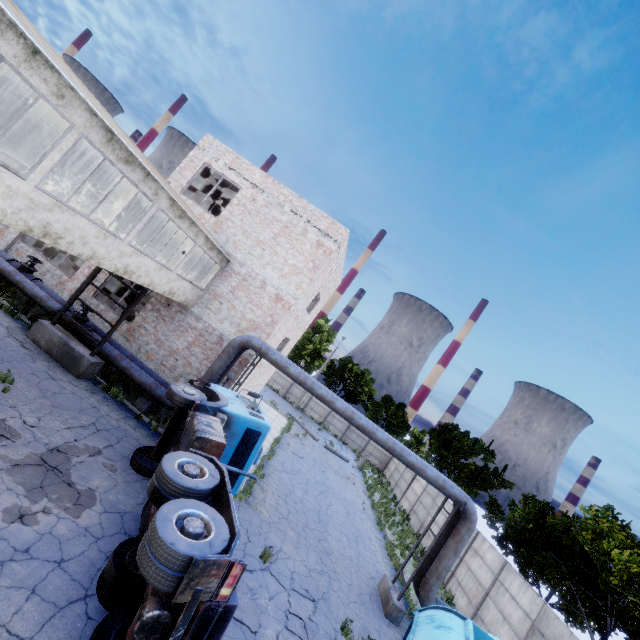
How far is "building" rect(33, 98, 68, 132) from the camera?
8.9 meters

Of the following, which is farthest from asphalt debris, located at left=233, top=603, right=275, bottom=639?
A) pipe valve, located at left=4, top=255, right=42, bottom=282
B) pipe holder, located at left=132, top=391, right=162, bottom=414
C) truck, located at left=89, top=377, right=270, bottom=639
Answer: pipe valve, located at left=4, top=255, right=42, bottom=282

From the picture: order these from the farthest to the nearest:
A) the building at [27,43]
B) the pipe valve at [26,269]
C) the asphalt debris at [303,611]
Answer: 1. the pipe valve at [26,269]
2. the asphalt debris at [303,611]
3. the building at [27,43]

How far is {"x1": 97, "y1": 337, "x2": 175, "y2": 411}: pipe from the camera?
13.4 meters

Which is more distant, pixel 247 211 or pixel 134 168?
pixel 247 211

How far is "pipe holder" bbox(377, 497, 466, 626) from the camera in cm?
1184

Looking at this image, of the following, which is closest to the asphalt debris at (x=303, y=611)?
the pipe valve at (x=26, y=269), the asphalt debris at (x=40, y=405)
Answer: the asphalt debris at (x=40, y=405)

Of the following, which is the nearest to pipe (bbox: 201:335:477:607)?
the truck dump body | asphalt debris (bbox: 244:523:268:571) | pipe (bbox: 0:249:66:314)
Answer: pipe (bbox: 0:249:66:314)
